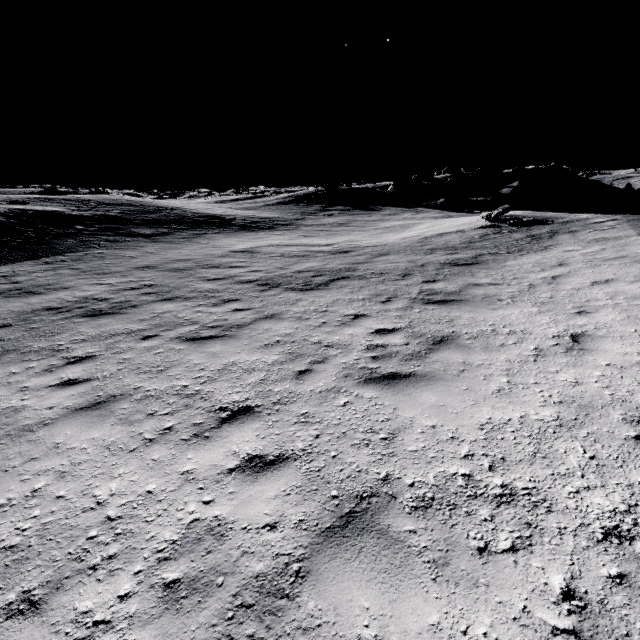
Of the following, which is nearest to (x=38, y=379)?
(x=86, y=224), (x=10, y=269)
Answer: (x=10, y=269)

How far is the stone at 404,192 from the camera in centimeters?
4701cm

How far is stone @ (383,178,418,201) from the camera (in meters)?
47.01
